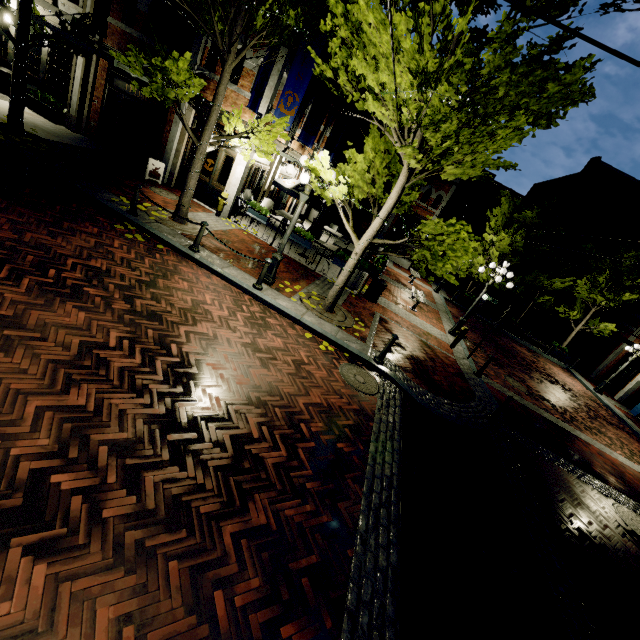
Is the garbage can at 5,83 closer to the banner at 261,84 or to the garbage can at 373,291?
the banner at 261,84

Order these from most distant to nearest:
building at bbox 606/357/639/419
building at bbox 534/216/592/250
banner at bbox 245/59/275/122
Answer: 1. building at bbox 534/216/592/250
2. building at bbox 606/357/639/419
3. banner at bbox 245/59/275/122

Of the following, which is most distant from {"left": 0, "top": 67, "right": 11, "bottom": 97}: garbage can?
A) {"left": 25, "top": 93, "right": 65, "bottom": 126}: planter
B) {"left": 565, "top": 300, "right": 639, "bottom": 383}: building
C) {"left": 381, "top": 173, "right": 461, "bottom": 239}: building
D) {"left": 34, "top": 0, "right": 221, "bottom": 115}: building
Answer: {"left": 565, "top": 300, "right": 639, "bottom": 383}: building

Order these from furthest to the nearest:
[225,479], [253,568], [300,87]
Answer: [300,87], [225,479], [253,568]

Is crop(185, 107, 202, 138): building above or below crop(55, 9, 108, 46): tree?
below

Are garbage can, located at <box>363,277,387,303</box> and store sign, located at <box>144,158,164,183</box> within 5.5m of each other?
no

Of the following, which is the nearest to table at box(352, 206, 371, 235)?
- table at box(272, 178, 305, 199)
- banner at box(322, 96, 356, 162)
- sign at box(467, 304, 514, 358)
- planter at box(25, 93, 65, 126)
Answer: table at box(272, 178, 305, 199)

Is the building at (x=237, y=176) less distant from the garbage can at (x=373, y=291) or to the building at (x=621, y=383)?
the garbage can at (x=373, y=291)
